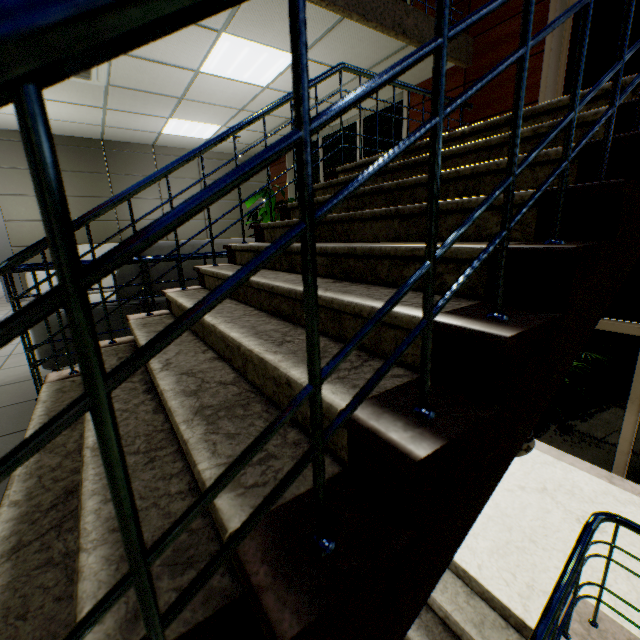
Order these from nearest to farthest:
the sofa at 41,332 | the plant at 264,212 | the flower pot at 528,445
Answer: the sofa at 41,332
the flower pot at 528,445
the plant at 264,212

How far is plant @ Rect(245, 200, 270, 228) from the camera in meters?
7.1

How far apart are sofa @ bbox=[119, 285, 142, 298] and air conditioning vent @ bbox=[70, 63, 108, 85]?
2.8m

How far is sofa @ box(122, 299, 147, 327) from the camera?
2.8m

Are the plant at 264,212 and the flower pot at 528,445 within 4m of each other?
no

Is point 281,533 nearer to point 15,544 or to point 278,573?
point 278,573

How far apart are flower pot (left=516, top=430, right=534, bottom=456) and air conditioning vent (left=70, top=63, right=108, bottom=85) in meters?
6.7 m

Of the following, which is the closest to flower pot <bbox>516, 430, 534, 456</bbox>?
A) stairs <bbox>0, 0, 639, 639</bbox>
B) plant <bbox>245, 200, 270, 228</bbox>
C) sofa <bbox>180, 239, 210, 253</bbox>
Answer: stairs <bbox>0, 0, 639, 639</bbox>
